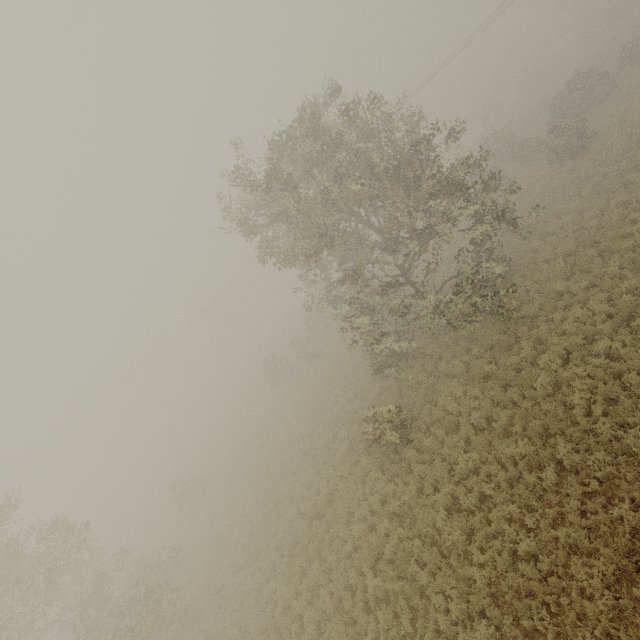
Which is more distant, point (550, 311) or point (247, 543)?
point (247, 543)
